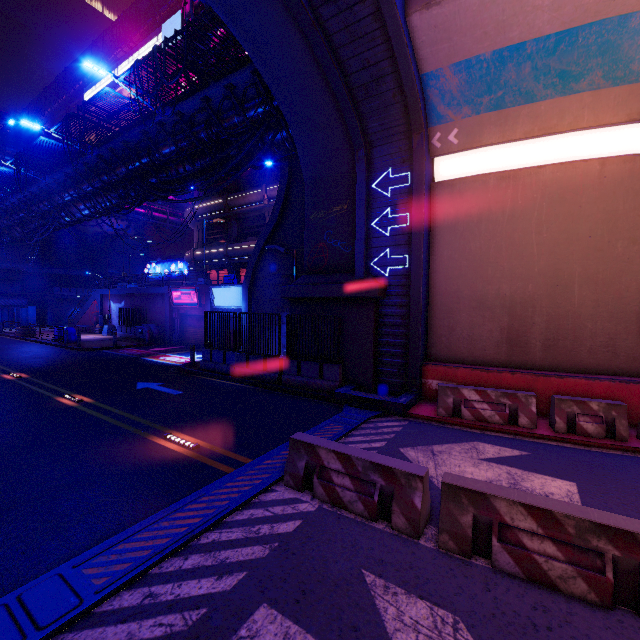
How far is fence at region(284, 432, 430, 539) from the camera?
4.7m

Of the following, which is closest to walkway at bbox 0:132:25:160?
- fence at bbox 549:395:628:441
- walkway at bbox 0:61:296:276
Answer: walkway at bbox 0:61:296:276

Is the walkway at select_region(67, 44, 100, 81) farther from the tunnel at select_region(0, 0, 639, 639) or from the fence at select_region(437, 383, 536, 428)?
the fence at select_region(437, 383, 536, 428)

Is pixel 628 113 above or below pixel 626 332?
above

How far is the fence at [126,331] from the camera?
29.4 meters

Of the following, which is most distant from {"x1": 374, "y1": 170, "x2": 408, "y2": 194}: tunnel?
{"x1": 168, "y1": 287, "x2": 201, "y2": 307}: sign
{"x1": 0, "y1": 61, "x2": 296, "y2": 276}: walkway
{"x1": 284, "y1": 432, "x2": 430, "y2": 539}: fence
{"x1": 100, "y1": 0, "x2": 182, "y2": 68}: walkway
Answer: {"x1": 100, "y1": 0, "x2": 182, "y2": 68}: walkway

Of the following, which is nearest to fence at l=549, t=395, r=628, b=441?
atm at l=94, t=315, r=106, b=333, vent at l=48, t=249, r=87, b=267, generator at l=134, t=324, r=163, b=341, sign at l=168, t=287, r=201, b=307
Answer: sign at l=168, t=287, r=201, b=307

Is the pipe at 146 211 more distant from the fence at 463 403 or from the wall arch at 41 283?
the fence at 463 403
